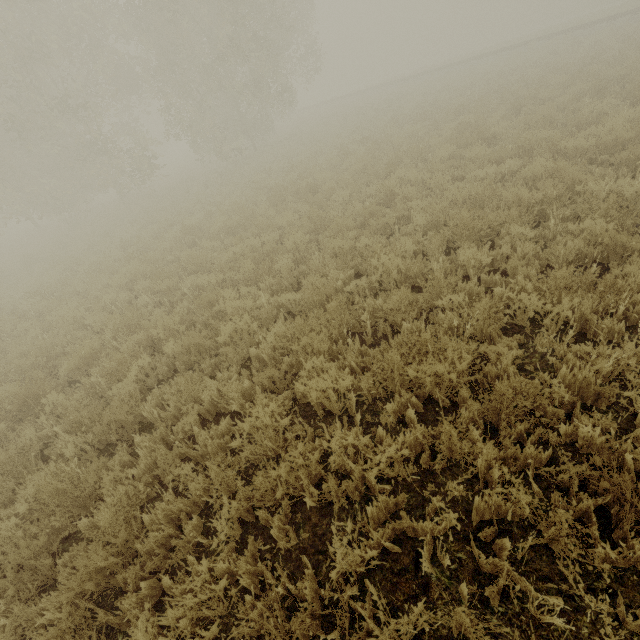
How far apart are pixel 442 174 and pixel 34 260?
19.1m
